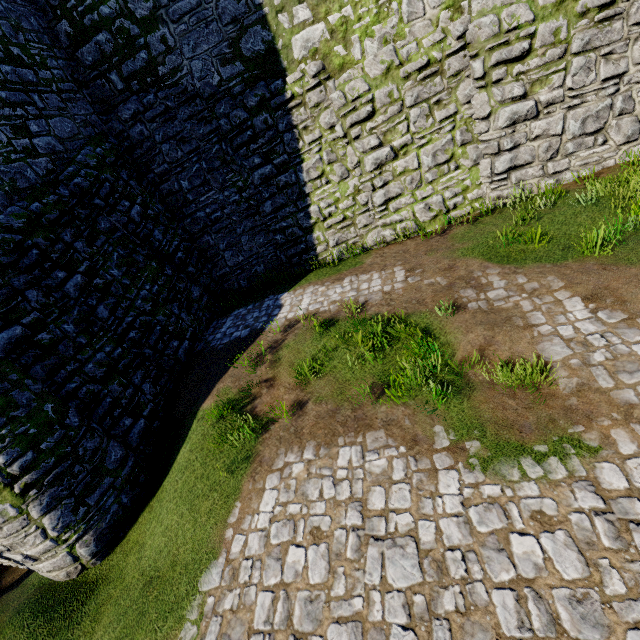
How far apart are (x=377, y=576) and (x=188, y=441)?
4.7m
